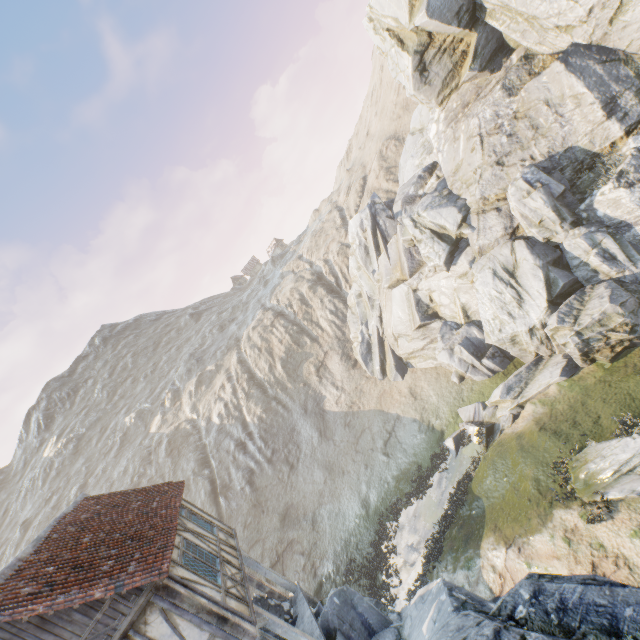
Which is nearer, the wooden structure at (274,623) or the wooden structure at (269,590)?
the wooden structure at (274,623)

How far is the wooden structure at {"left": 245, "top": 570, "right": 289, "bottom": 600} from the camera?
12.55m

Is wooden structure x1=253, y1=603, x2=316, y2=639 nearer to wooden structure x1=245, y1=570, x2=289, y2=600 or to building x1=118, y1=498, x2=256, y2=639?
building x1=118, y1=498, x2=256, y2=639

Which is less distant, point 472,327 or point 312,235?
point 472,327

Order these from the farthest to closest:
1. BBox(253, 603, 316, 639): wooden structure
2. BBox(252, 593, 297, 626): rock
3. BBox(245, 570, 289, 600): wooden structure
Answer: BBox(245, 570, 289, 600): wooden structure, BBox(252, 593, 297, 626): rock, BBox(253, 603, 316, 639): wooden structure

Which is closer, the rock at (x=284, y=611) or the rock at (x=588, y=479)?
the rock at (x=588, y=479)

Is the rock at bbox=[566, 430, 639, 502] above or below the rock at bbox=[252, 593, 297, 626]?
below
